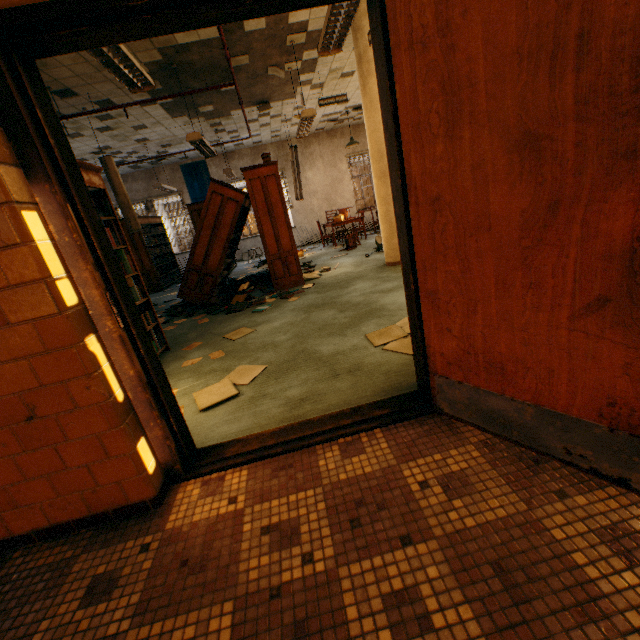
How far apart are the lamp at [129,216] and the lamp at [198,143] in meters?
1.7 m

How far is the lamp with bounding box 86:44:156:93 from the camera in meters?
2.6 m

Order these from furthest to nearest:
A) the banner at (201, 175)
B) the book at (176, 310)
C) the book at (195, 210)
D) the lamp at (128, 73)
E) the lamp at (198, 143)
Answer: the banner at (201, 175) < the book at (195, 210) < the book at (176, 310) < the lamp at (198, 143) < the lamp at (128, 73)

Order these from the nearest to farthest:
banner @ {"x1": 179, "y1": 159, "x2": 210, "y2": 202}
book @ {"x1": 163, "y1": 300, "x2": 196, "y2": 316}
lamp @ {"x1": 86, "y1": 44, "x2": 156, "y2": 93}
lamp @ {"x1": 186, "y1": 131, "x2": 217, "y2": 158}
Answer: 1. lamp @ {"x1": 86, "y1": 44, "x2": 156, "y2": 93}
2. lamp @ {"x1": 186, "y1": 131, "x2": 217, "y2": 158}
3. book @ {"x1": 163, "y1": 300, "x2": 196, "y2": 316}
4. banner @ {"x1": 179, "y1": 159, "x2": 210, "y2": 202}

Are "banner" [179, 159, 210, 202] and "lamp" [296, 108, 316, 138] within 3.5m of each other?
no

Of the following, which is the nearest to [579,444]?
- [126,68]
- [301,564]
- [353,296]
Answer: [301,564]

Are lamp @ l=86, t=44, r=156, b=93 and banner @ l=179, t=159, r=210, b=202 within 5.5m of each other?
no

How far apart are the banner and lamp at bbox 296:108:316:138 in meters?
6.5
